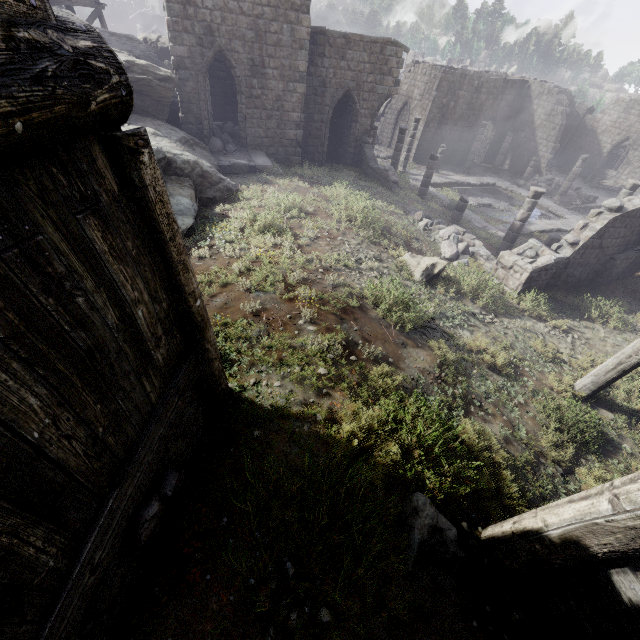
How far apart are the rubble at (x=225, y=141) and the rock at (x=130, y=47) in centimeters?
475cm

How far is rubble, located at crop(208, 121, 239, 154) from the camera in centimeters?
1617cm

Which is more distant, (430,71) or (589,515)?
(430,71)

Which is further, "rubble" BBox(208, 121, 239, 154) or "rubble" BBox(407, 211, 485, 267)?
"rubble" BBox(208, 121, 239, 154)

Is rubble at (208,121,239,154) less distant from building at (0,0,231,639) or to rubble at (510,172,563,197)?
building at (0,0,231,639)

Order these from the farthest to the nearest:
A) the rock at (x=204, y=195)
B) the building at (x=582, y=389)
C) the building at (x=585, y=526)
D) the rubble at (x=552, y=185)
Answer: the rubble at (x=552, y=185), the rock at (x=204, y=195), the building at (x=582, y=389), the building at (x=585, y=526)

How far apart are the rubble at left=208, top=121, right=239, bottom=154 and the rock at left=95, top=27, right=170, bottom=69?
4.8m

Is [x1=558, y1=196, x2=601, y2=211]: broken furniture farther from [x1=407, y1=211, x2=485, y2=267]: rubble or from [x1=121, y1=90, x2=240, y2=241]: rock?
[x1=121, y1=90, x2=240, y2=241]: rock
